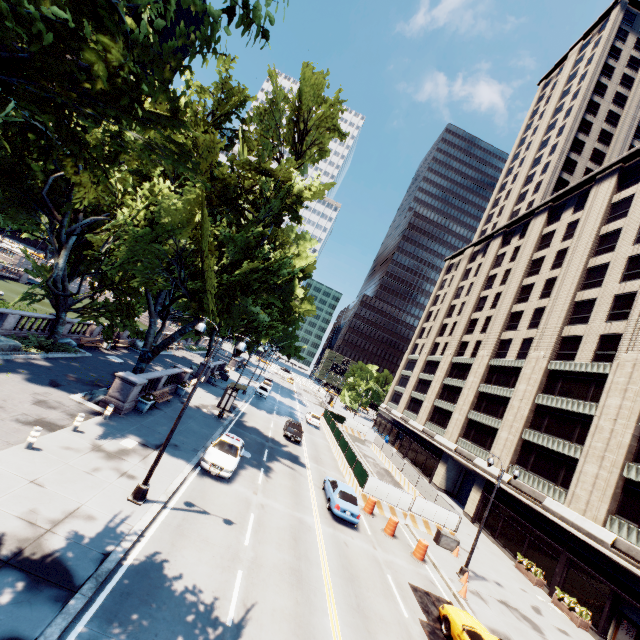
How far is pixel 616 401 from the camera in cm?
2517

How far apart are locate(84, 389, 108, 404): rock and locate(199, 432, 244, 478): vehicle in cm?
674

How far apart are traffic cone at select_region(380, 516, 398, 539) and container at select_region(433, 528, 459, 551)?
4.02m

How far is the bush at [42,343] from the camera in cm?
2198

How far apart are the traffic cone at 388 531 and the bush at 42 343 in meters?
26.9 m

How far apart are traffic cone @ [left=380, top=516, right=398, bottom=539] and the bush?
26.89m

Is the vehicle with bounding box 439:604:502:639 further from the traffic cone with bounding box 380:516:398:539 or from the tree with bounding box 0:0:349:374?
the tree with bounding box 0:0:349:374

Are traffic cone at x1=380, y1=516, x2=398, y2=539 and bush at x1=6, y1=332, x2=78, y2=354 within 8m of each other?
no
